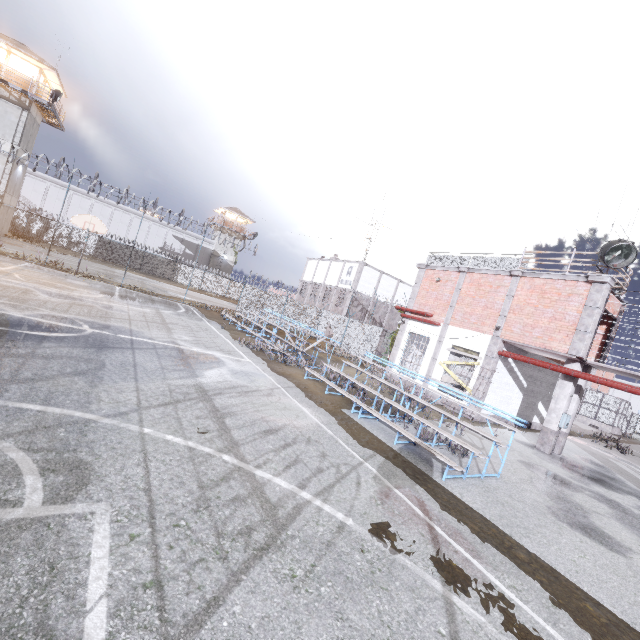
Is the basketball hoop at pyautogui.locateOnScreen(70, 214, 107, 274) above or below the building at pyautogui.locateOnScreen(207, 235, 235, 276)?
below

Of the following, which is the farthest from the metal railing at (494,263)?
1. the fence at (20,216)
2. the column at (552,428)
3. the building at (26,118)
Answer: the building at (26,118)

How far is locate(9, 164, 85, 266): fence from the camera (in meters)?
19.02

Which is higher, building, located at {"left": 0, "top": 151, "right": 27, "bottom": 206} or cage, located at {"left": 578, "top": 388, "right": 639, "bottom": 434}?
building, located at {"left": 0, "top": 151, "right": 27, "bottom": 206}

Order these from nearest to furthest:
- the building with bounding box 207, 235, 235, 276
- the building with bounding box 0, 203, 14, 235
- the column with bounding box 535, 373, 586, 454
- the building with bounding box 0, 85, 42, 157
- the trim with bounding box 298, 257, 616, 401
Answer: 1. the trim with bounding box 298, 257, 616, 401
2. the column with bounding box 535, 373, 586, 454
3. the building with bounding box 0, 85, 42, 157
4. the building with bounding box 0, 203, 14, 235
5. the building with bounding box 207, 235, 235, 276

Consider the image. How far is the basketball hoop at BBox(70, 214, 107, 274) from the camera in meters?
18.4

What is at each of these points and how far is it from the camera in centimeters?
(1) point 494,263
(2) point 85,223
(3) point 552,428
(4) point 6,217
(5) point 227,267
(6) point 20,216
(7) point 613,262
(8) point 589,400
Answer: (1) metal railing, 1627cm
(2) basketball hoop, 1862cm
(3) column, 1316cm
(4) building, 2883cm
(5) building, 5619cm
(6) fence, 3603cm
(7) spotlight, 1245cm
(8) cage, 3522cm

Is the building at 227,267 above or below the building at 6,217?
above
